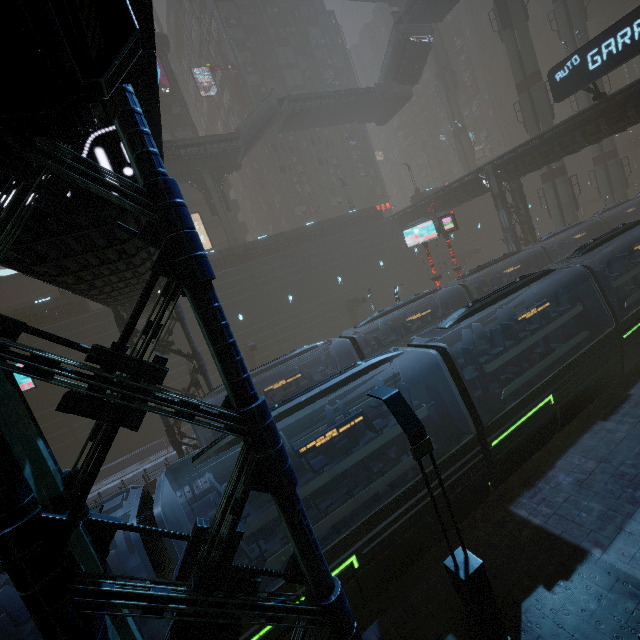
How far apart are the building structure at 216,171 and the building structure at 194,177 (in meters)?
0.68

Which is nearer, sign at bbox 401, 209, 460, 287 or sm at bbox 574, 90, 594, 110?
sign at bbox 401, 209, 460, 287

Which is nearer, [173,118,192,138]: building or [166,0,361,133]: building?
[173,118,192,138]: building

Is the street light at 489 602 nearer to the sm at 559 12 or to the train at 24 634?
the train at 24 634

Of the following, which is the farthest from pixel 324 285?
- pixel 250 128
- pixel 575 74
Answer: pixel 575 74

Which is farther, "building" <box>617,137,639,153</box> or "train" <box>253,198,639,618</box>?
"building" <box>617,137,639,153</box>

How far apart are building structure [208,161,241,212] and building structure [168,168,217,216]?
0.68m
